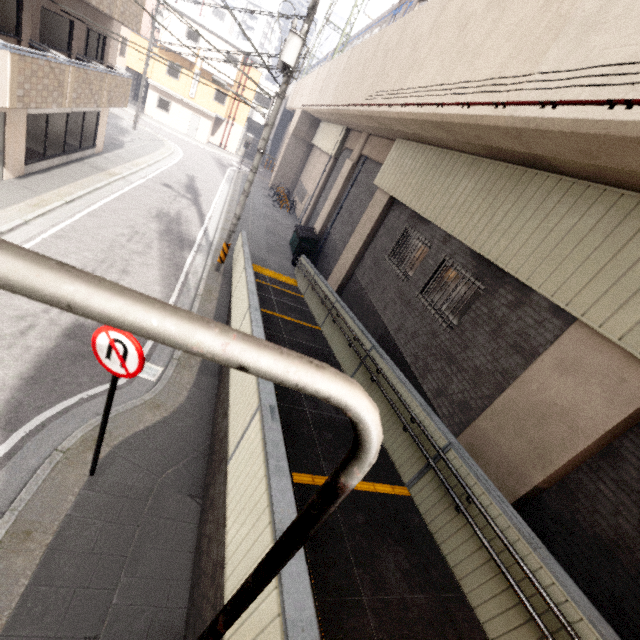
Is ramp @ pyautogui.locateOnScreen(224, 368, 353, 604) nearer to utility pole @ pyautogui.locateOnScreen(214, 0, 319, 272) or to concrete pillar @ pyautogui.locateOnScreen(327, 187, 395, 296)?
utility pole @ pyautogui.locateOnScreen(214, 0, 319, 272)

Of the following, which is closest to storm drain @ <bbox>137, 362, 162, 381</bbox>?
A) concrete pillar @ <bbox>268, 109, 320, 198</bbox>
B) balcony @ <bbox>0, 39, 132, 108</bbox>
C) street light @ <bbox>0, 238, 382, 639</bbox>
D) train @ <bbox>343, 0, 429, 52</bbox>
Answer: street light @ <bbox>0, 238, 382, 639</bbox>

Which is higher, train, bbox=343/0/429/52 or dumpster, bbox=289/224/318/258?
train, bbox=343/0/429/52

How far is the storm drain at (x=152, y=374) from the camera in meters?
6.9 m

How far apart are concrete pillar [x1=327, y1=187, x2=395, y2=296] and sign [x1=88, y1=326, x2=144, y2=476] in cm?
1018

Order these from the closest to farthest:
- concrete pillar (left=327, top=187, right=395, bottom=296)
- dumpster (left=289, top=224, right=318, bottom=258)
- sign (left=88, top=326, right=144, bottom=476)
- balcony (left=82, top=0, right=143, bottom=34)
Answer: sign (left=88, top=326, right=144, bottom=476)
balcony (left=82, top=0, right=143, bottom=34)
concrete pillar (left=327, top=187, right=395, bottom=296)
dumpster (left=289, top=224, right=318, bottom=258)

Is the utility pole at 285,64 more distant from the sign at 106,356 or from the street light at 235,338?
the street light at 235,338

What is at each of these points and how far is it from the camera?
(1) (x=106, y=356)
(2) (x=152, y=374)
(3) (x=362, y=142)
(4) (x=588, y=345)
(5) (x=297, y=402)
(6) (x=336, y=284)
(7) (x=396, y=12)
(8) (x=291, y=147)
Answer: (1) sign, 3.8 meters
(2) storm drain, 7.0 meters
(3) concrete pillar, 16.5 meters
(4) concrete pillar, 4.6 meters
(5) ramp, 6.2 meters
(6) concrete pillar, 13.6 meters
(7) train, 15.3 meters
(8) concrete pillar, 28.5 meters
